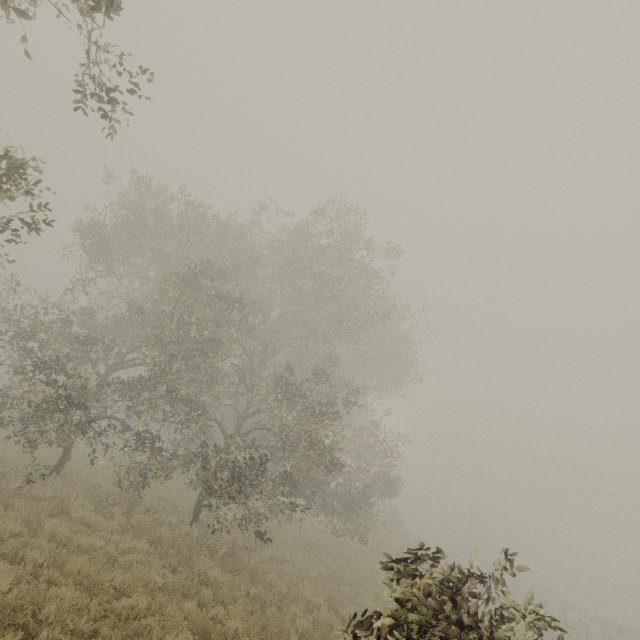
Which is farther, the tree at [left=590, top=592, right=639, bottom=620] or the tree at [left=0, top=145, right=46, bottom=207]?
the tree at [left=590, top=592, right=639, bottom=620]

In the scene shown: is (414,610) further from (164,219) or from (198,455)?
(164,219)

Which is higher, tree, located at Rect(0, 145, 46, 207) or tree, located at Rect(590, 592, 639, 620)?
tree, located at Rect(0, 145, 46, 207)

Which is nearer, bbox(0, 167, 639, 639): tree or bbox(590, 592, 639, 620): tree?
bbox(0, 167, 639, 639): tree

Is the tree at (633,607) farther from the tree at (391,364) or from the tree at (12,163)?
the tree at (391,364)

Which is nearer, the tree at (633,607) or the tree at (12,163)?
the tree at (12,163)

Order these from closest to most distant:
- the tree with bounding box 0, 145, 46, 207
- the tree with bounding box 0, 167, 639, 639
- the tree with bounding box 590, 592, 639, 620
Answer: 1. the tree with bounding box 0, 145, 46, 207
2. the tree with bounding box 0, 167, 639, 639
3. the tree with bounding box 590, 592, 639, 620

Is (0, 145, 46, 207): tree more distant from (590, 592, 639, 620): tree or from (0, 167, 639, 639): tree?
(590, 592, 639, 620): tree
